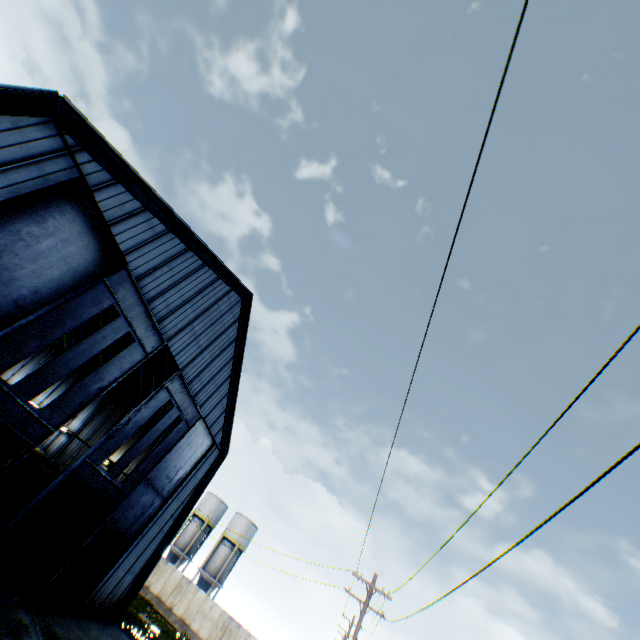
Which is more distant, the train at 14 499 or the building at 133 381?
the train at 14 499

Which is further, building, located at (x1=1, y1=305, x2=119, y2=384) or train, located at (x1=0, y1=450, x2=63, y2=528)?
building, located at (x1=1, y1=305, x2=119, y2=384)

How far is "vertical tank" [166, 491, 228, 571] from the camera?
43.7 meters

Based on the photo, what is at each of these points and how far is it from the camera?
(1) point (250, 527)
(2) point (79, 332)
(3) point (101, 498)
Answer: (1) vertical tank, 45.8 meters
(2) building, 31.1 meters
(3) hanging door, 15.8 meters

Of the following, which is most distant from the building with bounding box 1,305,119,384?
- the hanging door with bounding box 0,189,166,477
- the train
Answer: the train

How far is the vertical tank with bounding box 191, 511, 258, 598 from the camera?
41.53m

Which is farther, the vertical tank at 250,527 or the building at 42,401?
the vertical tank at 250,527

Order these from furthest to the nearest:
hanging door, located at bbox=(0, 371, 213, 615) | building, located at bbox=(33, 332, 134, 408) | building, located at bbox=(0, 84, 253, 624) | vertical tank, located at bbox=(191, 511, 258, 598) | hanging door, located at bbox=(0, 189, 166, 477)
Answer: vertical tank, located at bbox=(191, 511, 258, 598) < building, located at bbox=(33, 332, 134, 408) < hanging door, located at bbox=(0, 371, 213, 615) < hanging door, located at bbox=(0, 189, 166, 477) < building, located at bbox=(0, 84, 253, 624)
